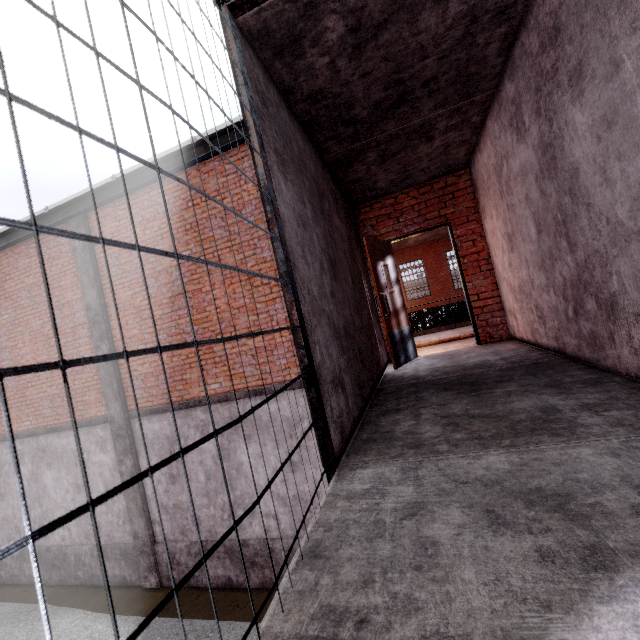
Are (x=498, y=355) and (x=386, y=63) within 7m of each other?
yes

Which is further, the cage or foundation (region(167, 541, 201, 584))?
foundation (region(167, 541, 201, 584))

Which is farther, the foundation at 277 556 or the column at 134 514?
the column at 134 514

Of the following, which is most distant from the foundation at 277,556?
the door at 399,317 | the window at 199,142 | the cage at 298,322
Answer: the window at 199,142

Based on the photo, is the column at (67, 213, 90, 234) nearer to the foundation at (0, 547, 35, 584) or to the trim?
the foundation at (0, 547, 35, 584)

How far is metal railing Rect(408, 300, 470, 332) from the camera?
Answer: 10.52m

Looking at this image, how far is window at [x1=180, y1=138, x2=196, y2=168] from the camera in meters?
6.0 m

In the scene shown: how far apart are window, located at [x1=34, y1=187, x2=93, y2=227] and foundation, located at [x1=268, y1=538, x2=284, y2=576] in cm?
773
